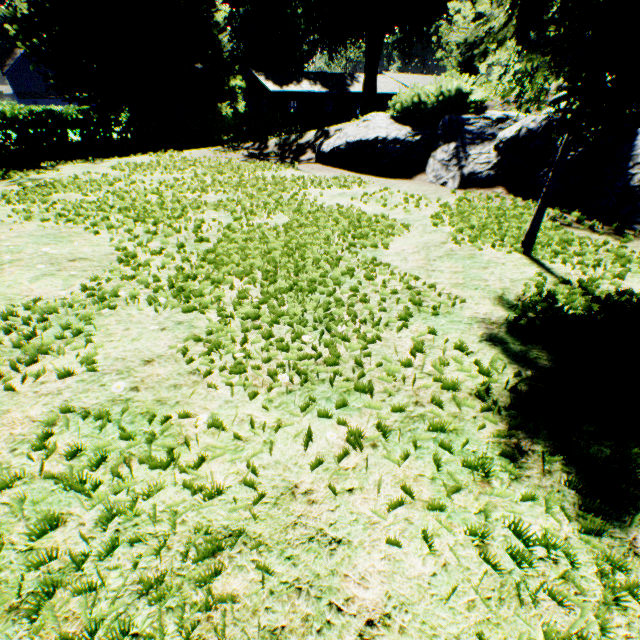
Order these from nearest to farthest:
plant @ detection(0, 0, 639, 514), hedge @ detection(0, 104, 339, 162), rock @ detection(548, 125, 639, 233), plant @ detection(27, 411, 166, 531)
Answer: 1. plant @ detection(27, 411, 166, 531)
2. plant @ detection(0, 0, 639, 514)
3. rock @ detection(548, 125, 639, 233)
4. hedge @ detection(0, 104, 339, 162)

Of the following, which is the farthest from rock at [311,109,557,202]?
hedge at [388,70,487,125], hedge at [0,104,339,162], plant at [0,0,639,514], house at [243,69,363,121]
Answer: house at [243,69,363,121]

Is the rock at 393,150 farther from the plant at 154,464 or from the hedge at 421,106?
the plant at 154,464

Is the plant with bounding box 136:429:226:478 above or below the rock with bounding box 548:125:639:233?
below

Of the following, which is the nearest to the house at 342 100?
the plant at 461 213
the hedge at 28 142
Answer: the plant at 461 213

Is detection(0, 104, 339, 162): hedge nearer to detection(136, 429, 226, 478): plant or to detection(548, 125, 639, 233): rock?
detection(136, 429, 226, 478): plant

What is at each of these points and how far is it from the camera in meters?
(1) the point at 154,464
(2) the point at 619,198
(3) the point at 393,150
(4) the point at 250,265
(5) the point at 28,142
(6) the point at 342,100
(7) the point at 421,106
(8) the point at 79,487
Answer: (1) plant, 1.7 m
(2) rock, 5.3 m
(3) rock, 8.5 m
(4) plant, 3.8 m
(5) hedge, 15.3 m
(6) house, 41.5 m
(7) hedge, 8.9 m
(8) plant, 1.5 m

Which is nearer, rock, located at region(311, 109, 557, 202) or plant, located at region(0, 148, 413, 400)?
plant, located at region(0, 148, 413, 400)
